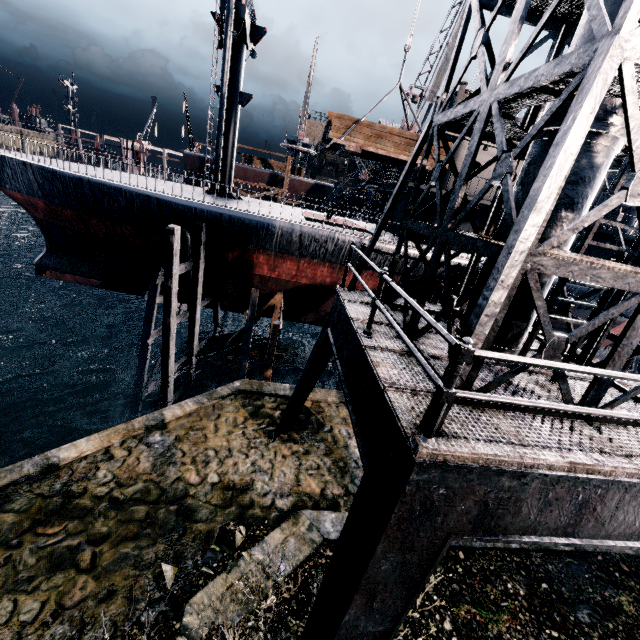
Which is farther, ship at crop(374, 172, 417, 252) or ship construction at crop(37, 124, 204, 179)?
ship construction at crop(37, 124, 204, 179)

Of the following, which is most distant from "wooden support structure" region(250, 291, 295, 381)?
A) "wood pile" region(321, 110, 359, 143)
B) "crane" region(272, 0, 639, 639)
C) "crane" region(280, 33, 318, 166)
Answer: "crane" region(280, 33, 318, 166)

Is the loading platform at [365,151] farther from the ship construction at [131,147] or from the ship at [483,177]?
the ship construction at [131,147]

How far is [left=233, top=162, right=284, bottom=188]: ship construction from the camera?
40.22m

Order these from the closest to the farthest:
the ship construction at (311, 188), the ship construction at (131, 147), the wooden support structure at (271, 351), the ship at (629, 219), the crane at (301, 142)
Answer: the wooden support structure at (271, 351) < the ship at (629, 219) < the ship construction at (131, 147) < the ship construction at (311, 188) < the crane at (301, 142)

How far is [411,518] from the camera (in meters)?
3.53

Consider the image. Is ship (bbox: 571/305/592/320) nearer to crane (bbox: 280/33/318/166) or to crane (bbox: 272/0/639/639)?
crane (bbox: 272/0/639/639)

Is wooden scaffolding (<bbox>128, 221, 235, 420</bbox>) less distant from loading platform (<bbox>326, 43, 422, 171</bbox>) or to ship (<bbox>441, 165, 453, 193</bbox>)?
ship (<bbox>441, 165, 453, 193</bbox>)
